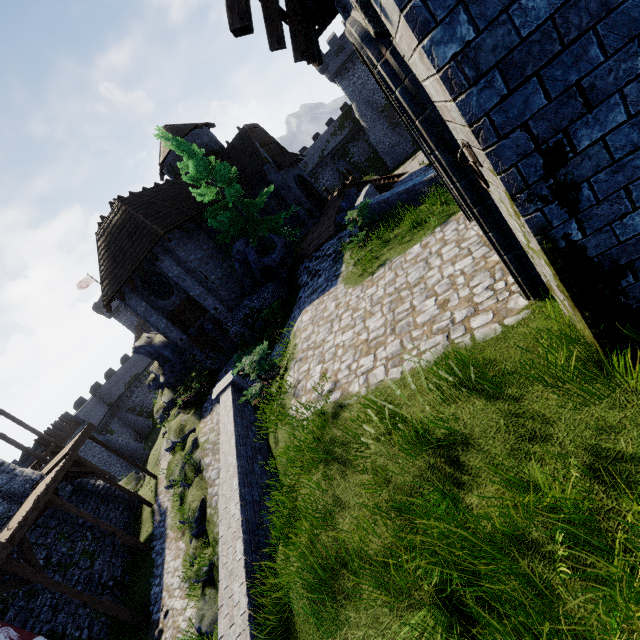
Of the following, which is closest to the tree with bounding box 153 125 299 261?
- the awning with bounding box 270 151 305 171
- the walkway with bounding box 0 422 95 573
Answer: the awning with bounding box 270 151 305 171

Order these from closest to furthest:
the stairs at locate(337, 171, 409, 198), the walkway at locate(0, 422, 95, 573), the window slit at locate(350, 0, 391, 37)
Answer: the window slit at locate(350, 0, 391, 37)
the walkway at locate(0, 422, 95, 573)
the stairs at locate(337, 171, 409, 198)

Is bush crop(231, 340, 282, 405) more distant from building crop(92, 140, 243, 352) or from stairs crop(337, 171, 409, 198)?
stairs crop(337, 171, 409, 198)

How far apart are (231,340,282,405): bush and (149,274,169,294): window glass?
11.12m

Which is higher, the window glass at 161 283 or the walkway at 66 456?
the window glass at 161 283

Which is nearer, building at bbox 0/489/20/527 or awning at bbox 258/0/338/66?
awning at bbox 258/0/338/66

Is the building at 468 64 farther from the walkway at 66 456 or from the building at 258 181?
the walkway at 66 456

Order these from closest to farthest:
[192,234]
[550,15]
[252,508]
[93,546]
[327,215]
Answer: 1. [550,15]
2. [252,508]
3. [93,546]
4. [192,234]
5. [327,215]
